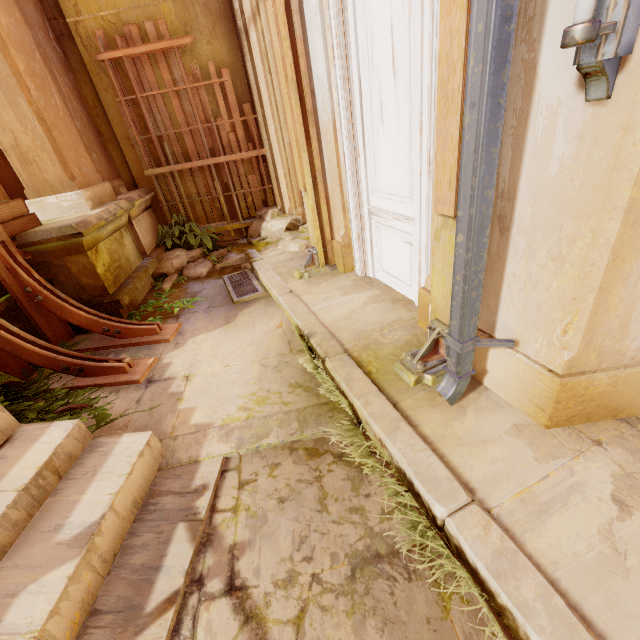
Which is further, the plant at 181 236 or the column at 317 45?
the plant at 181 236

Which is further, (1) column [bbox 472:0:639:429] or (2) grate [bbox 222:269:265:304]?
(2) grate [bbox 222:269:265:304]

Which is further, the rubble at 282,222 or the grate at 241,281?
the rubble at 282,222

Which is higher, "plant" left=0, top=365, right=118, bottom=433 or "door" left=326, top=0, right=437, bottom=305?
"door" left=326, top=0, right=437, bottom=305

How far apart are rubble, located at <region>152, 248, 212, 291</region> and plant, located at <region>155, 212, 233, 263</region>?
0.02m

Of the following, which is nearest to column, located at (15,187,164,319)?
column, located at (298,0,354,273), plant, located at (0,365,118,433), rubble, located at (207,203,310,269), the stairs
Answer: rubble, located at (207,203,310,269)

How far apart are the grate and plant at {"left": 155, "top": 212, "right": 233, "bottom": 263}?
1.1 meters

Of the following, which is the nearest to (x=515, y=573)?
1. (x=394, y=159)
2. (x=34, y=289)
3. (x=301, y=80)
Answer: (x=394, y=159)
